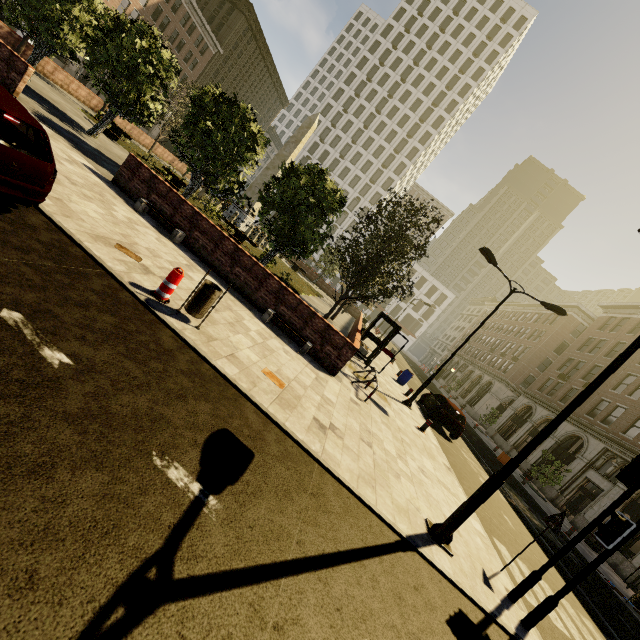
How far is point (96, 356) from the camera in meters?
3.8 m

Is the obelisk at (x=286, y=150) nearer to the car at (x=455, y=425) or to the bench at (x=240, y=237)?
the bench at (x=240, y=237)

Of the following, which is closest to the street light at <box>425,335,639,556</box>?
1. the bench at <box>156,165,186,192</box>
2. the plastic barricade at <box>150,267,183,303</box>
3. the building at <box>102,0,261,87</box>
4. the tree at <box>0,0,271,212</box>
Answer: the plastic barricade at <box>150,267,183,303</box>

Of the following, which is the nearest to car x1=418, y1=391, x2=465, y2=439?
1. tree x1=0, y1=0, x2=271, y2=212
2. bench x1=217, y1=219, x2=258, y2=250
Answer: tree x1=0, y1=0, x2=271, y2=212

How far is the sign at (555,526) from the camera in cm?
651

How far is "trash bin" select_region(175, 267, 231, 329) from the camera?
6.0 meters

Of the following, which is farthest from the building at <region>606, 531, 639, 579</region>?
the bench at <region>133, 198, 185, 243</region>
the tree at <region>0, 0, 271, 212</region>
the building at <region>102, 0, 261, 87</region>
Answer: the bench at <region>133, 198, 185, 243</region>

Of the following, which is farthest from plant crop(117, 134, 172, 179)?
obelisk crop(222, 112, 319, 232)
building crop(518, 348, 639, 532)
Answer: building crop(518, 348, 639, 532)
